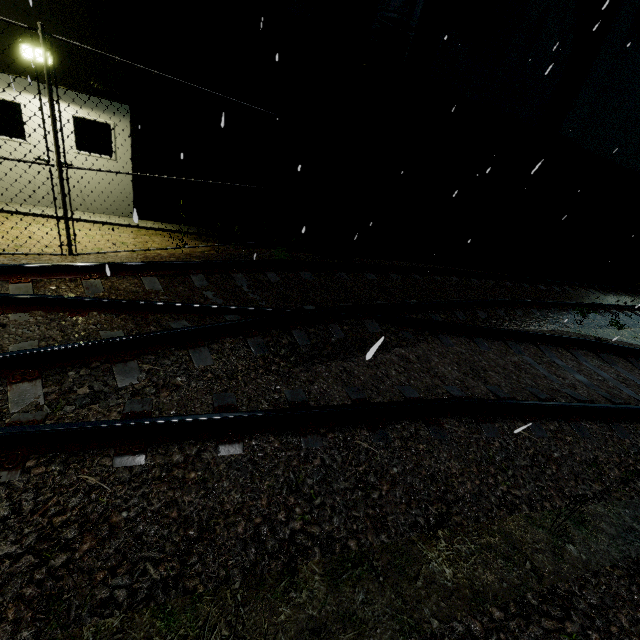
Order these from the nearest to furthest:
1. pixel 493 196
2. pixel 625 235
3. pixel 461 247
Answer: pixel 493 196
pixel 461 247
pixel 625 235

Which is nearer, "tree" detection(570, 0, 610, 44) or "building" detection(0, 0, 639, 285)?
"building" detection(0, 0, 639, 285)

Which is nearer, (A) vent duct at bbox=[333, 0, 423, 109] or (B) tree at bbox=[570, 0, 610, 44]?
(A) vent duct at bbox=[333, 0, 423, 109]

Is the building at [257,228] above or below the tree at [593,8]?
below

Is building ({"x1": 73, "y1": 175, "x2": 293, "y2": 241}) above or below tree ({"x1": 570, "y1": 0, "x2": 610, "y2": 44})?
below

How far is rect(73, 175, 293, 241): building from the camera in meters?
7.9 m

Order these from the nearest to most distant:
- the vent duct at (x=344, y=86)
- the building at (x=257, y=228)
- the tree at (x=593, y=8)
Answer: the vent duct at (x=344, y=86)
the building at (x=257, y=228)
the tree at (x=593, y=8)
